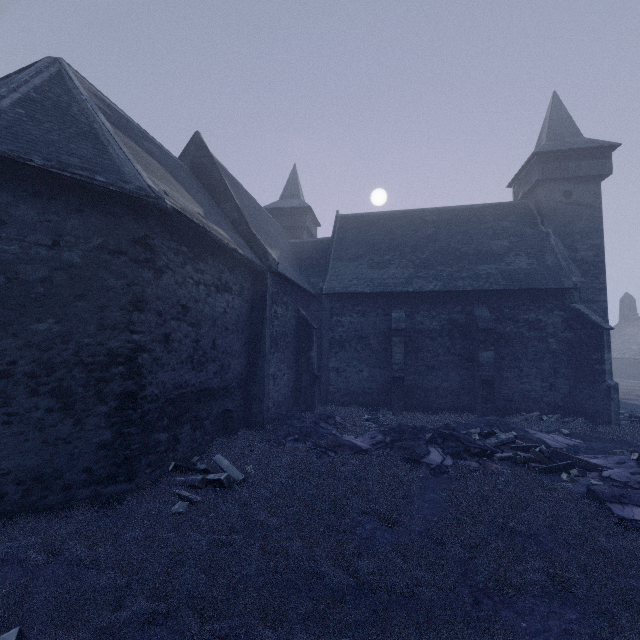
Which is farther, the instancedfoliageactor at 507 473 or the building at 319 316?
the building at 319 316

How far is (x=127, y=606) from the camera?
4.3 meters

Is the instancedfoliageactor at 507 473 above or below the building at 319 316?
below

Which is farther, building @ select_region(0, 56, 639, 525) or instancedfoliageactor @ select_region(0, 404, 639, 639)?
building @ select_region(0, 56, 639, 525)

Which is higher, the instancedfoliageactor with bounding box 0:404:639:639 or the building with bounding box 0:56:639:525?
the building with bounding box 0:56:639:525
